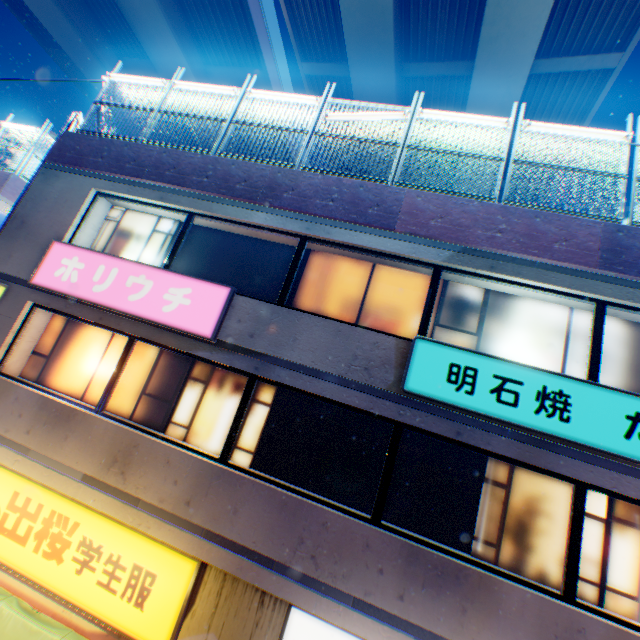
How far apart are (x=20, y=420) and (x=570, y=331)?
10.61m

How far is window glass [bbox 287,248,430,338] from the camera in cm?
644

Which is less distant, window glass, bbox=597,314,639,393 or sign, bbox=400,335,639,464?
sign, bbox=400,335,639,464

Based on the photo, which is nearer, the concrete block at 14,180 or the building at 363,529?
the building at 363,529

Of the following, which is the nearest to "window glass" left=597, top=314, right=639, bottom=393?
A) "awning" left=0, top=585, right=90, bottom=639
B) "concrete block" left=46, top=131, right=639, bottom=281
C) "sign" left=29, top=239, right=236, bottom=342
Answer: "concrete block" left=46, top=131, right=639, bottom=281

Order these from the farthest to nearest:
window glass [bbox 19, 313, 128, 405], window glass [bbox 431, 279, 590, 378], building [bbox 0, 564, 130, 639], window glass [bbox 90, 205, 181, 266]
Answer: window glass [bbox 90, 205, 181, 266]
window glass [bbox 19, 313, 128, 405]
window glass [bbox 431, 279, 590, 378]
building [bbox 0, 564, 130, 639]

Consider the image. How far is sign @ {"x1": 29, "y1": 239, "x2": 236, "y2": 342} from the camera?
6.20m

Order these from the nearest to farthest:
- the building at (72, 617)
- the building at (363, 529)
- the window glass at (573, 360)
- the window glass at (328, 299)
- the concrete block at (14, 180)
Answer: the building at (363, 529) → the building at (72, 617) → the window glass at (573, 360) → the window glass at (328, 299) → the concrete block at (14, 180)
